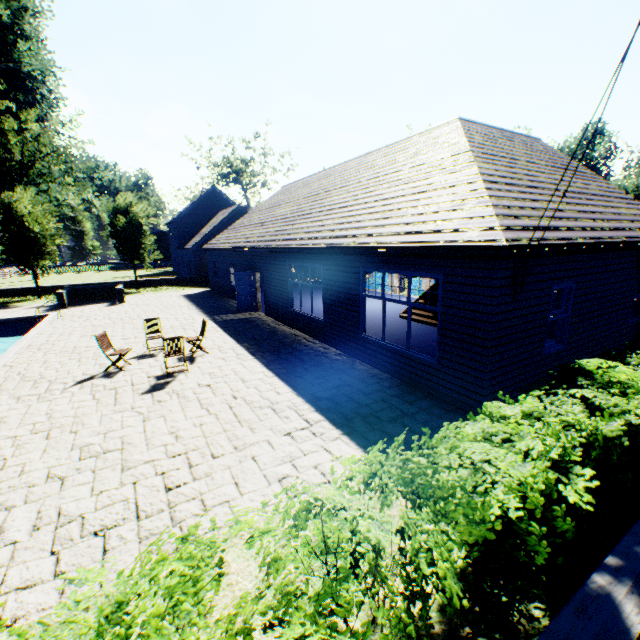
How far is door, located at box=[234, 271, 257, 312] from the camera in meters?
17.0

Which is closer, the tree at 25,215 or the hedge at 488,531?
the hedge at 488,531

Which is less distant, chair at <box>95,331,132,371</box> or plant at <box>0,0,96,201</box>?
chair at <box>95,331,132,371</box>

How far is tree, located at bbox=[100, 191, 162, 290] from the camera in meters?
25.1

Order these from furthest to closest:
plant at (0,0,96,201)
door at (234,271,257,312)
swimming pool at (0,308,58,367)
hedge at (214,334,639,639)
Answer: plant at (0,0,96,201), door at (234,271,257,312), swimming pool at (0,308,58,367), hedge at (214,334,639,639)

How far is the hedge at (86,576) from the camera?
1.8 meters

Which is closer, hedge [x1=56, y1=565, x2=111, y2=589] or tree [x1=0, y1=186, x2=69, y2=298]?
hedge [x1=56, y1=565, x2=111, y2=589]

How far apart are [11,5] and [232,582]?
60.6m
